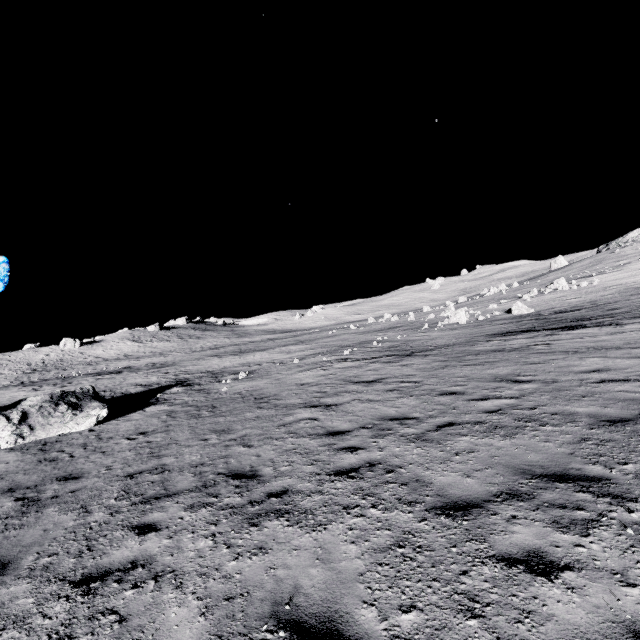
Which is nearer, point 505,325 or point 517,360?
point 517,360
